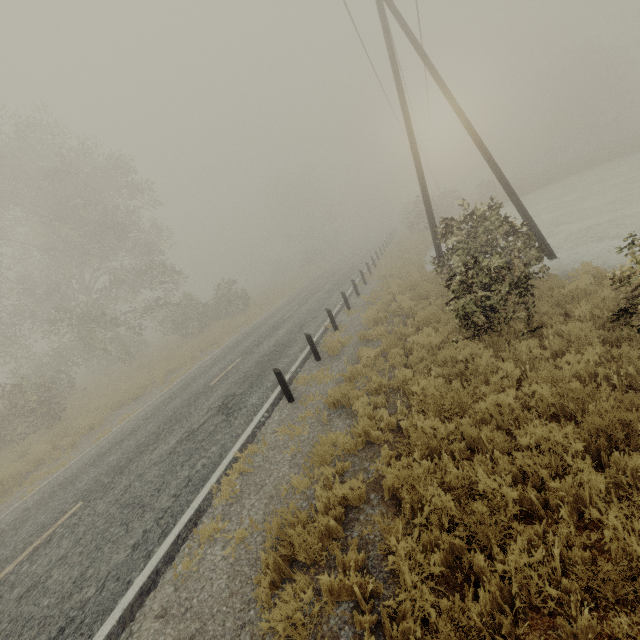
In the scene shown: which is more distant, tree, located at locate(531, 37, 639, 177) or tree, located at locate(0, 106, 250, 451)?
tree, located at locate(531, 37, 639, 177)

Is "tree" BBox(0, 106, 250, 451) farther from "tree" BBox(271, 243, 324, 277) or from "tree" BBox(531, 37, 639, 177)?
"tree" BBox(531, 37, 639, 177)

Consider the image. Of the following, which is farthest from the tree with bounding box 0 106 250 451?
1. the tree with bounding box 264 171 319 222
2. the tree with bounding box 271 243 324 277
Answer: the tree with bounding box 264 171 319 222

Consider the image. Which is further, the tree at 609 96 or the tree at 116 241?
the tree at 609 96

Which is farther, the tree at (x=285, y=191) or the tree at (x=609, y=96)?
the tree at (x=285, y=191)

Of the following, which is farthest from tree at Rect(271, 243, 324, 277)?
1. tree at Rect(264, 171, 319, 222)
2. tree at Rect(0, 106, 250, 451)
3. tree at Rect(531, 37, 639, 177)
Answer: tree at Rect(531, 37, 639, 177)

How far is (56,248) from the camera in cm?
2000

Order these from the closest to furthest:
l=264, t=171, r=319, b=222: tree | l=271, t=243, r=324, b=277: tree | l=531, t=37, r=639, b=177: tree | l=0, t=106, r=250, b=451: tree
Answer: Result: l=0, t=106, r=250, b=451: tree, l=531, t=37, r=639, b=177: tree, l=271, t=243, r=324, b=277: tree, l=264, t=171, r=319, b=222: tree
